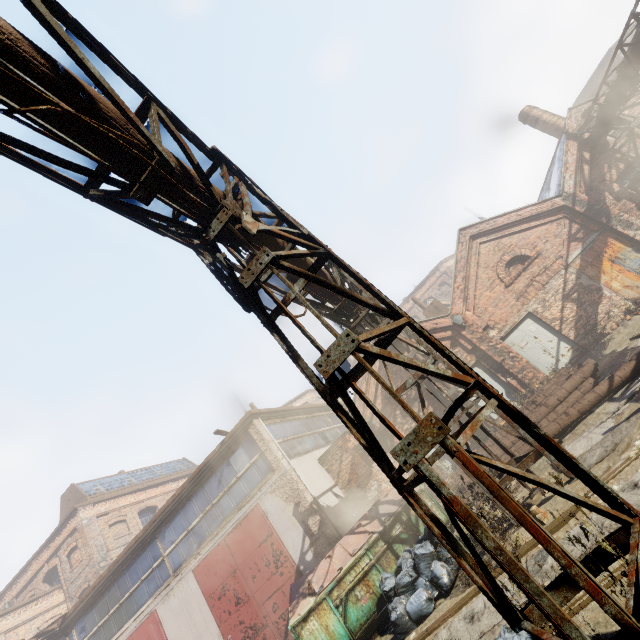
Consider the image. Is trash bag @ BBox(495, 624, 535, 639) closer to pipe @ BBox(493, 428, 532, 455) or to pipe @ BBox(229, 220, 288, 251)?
pipe @ BBox(229, 220, 288, 251)

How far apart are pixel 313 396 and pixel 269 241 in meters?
32.9

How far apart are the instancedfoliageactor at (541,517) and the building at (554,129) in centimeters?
1871cm

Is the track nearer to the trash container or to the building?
the trash container

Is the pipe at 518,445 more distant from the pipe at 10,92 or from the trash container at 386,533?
the pipe at 10,92

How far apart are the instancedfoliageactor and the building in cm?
1871

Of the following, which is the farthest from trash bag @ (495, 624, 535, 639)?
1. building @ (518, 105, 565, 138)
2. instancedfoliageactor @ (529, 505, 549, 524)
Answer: building @ (518, 105, 565, 138)

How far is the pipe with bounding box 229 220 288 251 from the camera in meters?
4.5
